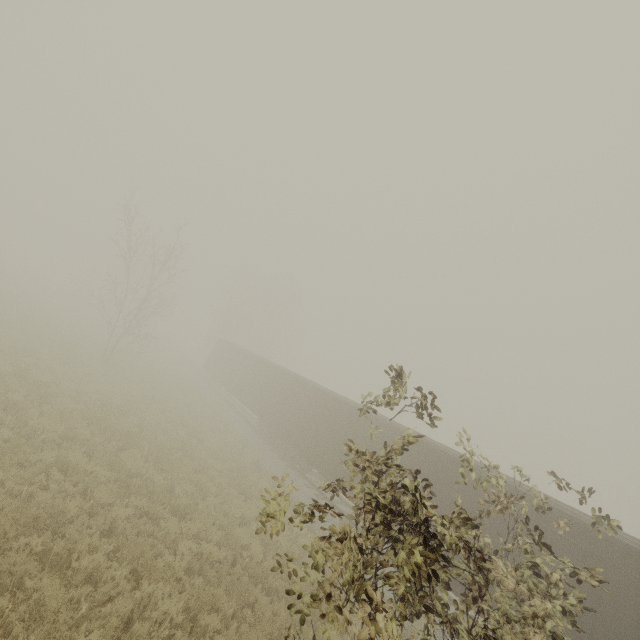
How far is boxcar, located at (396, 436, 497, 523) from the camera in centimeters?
1066cm

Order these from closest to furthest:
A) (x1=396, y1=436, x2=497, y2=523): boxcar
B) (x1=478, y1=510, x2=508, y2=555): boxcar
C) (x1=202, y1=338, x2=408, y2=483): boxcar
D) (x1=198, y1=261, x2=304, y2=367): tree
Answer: (x1=478, y1=510, x2=508, y2=555): boxcar, (x1=396, y1=436, x2=497, y2=523): boxcar, (x1=202, y1=338, x2=408, y2=483): boxcar, (x1=198, y1=261, x2=304, y2=367): tree

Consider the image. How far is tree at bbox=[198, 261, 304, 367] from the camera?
46.84m

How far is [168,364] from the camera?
35.00m

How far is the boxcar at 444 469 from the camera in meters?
10.7 m
